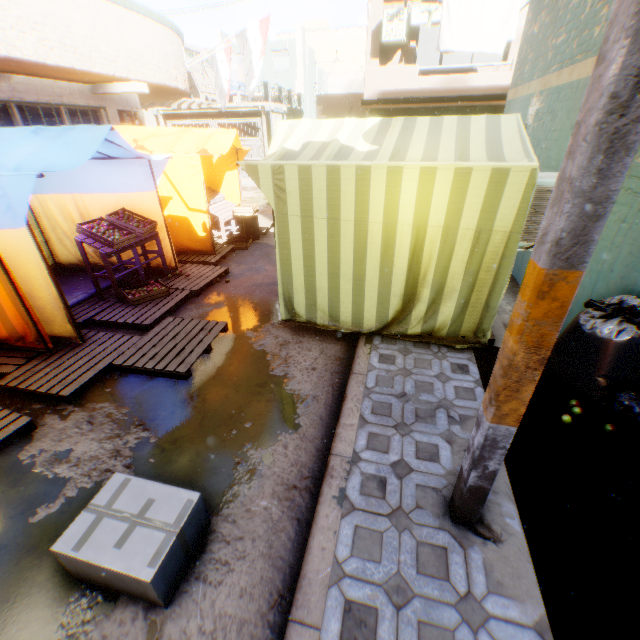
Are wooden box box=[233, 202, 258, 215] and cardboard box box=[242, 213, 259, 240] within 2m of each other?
yes

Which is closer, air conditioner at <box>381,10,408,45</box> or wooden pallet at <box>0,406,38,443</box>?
wooden pallet at <box>0,406,38,443</box>

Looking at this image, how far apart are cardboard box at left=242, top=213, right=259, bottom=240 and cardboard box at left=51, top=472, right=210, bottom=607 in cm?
361

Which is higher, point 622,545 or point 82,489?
point 622,545

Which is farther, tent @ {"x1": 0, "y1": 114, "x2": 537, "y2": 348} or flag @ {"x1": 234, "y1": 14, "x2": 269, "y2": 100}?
flag @ {"x1": 234, "y1": 14, "x2": 269, "y2": 100}

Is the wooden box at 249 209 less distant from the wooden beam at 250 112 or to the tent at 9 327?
the tent at 9 327

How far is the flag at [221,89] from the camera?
11.77m

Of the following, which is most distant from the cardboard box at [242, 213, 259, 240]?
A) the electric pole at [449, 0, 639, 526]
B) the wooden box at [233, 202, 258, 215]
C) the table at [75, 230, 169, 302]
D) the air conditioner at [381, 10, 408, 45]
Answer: the table at [75, 230, 169, 302]
